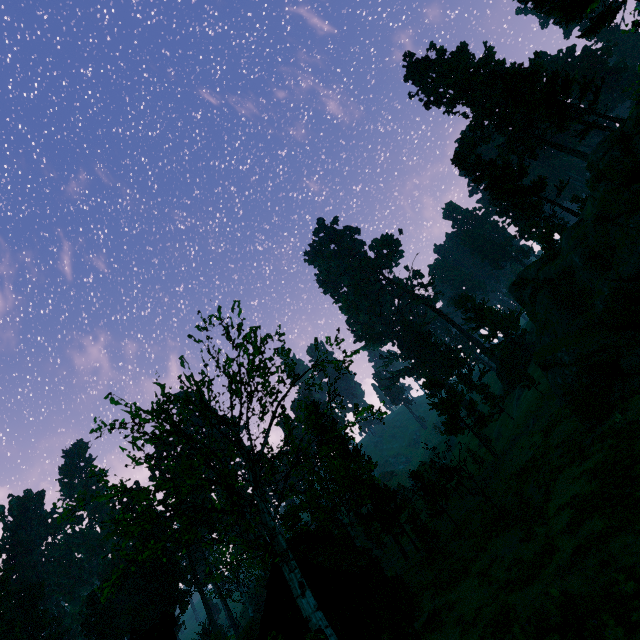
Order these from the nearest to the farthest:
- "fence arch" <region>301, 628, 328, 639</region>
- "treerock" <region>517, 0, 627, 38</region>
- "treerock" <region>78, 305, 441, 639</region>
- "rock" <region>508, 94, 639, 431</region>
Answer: "fence arch" <region>301, 628, 328, 639</region> < "treerock" <region>78, 305, 441, 639</region> < "rock" <region>508, 94, 639, 431</region> < "treerock" <region>517, 0, 627, 38</region>

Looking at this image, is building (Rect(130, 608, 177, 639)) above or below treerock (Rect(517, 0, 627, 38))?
below

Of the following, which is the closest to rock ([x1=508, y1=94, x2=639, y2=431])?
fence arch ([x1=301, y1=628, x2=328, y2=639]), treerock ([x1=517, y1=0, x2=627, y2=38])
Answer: treerock ([x1=517, y1=0, x2=627, y2=38])

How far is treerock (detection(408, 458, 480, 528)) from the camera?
24.6m

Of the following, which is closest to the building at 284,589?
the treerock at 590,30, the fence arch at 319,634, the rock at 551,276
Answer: the treerock at 590,30

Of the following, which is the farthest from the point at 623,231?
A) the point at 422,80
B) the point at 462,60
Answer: the point at 422,80
